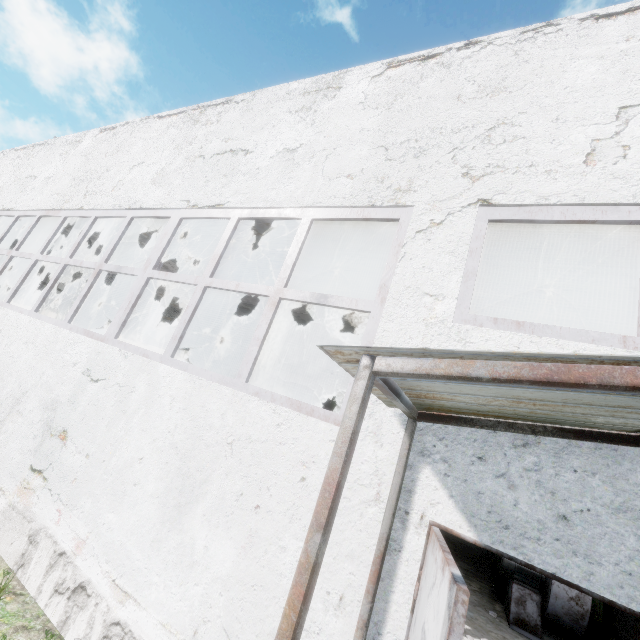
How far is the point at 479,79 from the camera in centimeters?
396cm

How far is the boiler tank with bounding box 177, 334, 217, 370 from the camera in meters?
16.9 m

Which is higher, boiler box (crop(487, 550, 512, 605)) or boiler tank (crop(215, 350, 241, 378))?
boiler tank (crop(215, 350, 241, 378))

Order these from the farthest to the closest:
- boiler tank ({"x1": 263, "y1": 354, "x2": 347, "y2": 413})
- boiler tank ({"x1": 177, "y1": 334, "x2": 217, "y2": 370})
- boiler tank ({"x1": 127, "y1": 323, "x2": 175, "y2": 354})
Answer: boiler tank ({"x1": 177, "y1": 334, "x2": 217, "y2": 370})
boiler tank ({"x1": 127, "y1": 323, "x2": 175, "y2": 354})
boiler tank ({"x1": 263, "y1": 354, "x2": 347, "y2": 413})

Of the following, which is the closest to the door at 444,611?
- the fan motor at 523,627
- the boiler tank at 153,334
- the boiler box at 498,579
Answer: the fan motor at 523,627

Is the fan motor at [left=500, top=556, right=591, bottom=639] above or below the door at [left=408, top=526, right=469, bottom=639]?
below

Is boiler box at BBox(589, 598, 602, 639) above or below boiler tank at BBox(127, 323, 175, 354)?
below

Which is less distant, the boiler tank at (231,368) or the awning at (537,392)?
the awning at (537,392)
